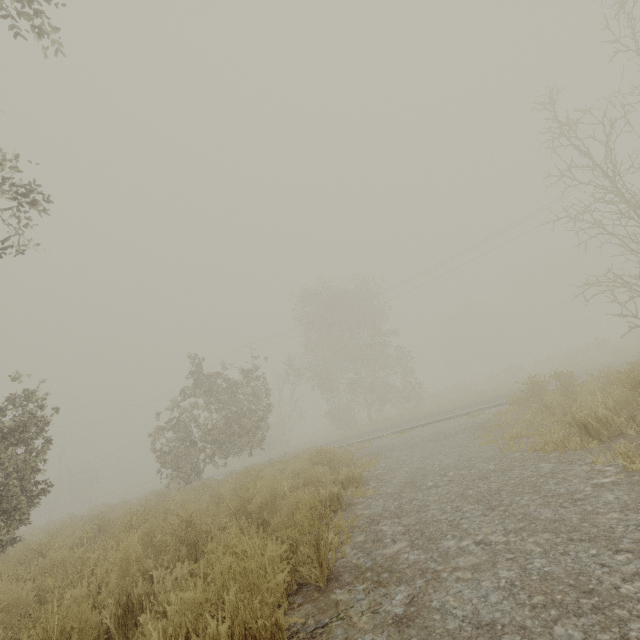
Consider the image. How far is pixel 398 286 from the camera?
28.3m

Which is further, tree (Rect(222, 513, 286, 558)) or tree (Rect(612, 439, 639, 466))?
tree (Rect(612, 439, 639, 466))

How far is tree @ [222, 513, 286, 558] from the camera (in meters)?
2.00

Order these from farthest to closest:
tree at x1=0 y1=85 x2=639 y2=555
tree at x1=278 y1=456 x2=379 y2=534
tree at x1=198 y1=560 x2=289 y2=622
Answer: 1. tree at x1=0 y1=85 x2=639 y2=555
2. tree at x1=278 y1=456 x2=379 y2=534
3. tree at x1=198 y1=560 x2=289 y2=622

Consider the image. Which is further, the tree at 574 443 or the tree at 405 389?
the tree at 405 389

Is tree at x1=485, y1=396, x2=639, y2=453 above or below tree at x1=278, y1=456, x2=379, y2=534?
below

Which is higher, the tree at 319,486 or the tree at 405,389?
the tree at 405,389
